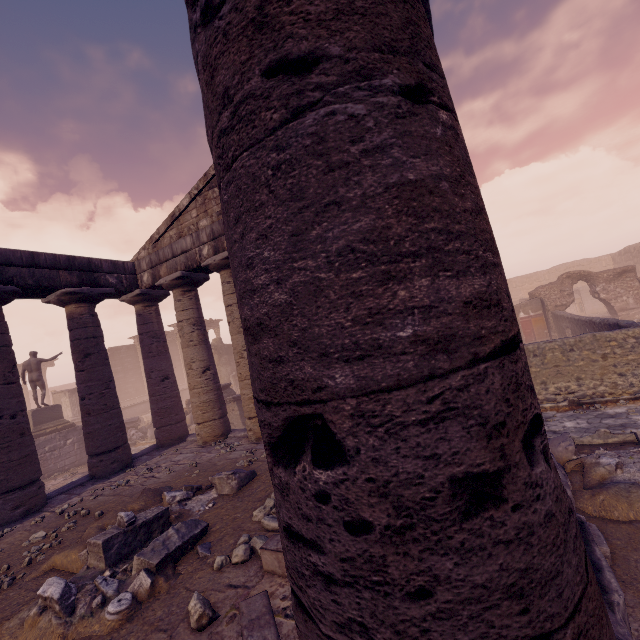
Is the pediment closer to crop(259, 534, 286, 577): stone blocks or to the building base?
the building base

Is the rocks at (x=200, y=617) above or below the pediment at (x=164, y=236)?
below

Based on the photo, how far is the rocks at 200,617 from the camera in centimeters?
315cm

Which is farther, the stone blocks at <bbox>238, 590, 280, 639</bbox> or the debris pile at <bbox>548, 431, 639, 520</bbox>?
the debris pile at <bbox>548, 431, 639, 520</bbox>

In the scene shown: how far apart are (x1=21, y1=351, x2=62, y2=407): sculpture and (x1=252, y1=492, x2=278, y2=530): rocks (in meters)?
15.74

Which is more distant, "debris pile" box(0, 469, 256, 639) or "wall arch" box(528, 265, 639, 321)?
"wall arch" box(528, 265, 639, 321)

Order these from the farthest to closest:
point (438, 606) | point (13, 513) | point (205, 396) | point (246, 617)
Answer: point (205, 396) < point (13, 513) < point (246, 617) < point (438, 606)

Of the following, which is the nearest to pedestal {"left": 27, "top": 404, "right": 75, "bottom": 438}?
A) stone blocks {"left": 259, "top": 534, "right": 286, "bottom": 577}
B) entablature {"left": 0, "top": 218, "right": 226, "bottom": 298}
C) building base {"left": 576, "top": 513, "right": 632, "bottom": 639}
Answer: building base {"left": 576, "top": 513, "right": 632, "bottom": 639}
